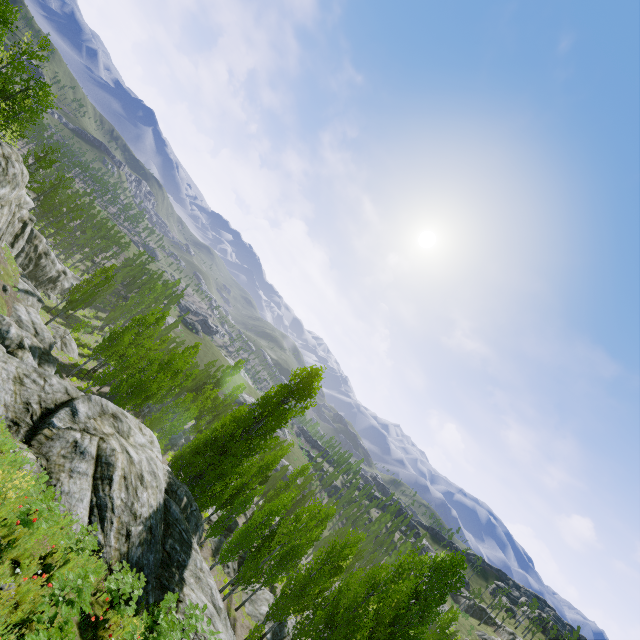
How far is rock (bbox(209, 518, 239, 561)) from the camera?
28.88m

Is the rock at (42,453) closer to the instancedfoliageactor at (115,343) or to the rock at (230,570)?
the instancedfoliageactor at (115,343)

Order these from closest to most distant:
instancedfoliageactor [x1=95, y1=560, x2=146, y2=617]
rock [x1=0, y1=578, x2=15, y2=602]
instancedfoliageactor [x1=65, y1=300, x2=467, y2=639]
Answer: rock [x1=0, y1=578, x2=15, y2=602] < instancedfoliageactor [x1=95, y1=560, x2=146, y2=617] < instancedfoliageactor [x1=65, y1=300, x2=467, y2=639]

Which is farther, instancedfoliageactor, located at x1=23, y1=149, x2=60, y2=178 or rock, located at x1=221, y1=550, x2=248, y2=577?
instancedfoliageactor, located at x1=23, y1=149, x2=60, y2=178

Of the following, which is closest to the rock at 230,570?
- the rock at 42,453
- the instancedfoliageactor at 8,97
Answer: the instancedfoliageactor at 8,97

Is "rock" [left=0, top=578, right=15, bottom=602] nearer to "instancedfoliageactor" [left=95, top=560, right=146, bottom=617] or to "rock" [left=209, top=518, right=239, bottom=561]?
"instancedfoliageactor" [left=95, top=560, right=146, bottom=617]

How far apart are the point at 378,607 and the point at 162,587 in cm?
1439

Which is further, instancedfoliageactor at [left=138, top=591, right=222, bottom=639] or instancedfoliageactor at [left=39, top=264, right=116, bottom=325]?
instancedfoliageactor at [left=39, top=264, right=116, bottom=325]
